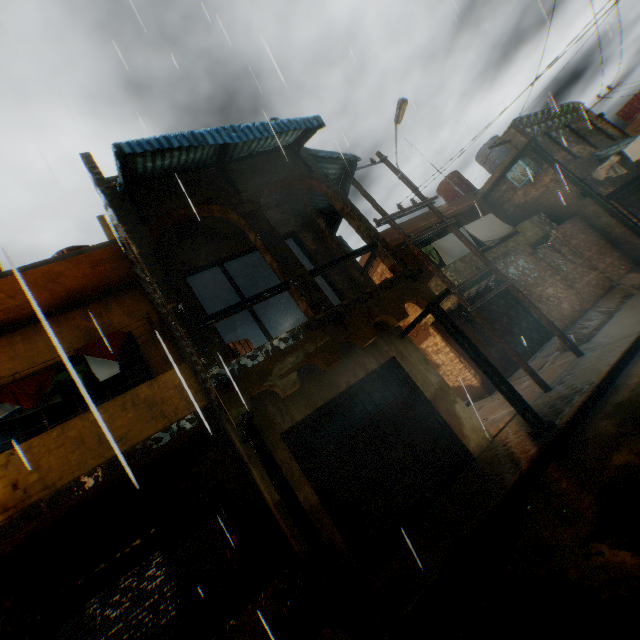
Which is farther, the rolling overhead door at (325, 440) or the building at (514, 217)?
the building at (514, 217)

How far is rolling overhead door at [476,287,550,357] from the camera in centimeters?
1338cm

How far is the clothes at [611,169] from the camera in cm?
1199

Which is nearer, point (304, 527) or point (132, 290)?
point (304, 527)

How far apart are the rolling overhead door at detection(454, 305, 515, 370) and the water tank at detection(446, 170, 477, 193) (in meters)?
3.47

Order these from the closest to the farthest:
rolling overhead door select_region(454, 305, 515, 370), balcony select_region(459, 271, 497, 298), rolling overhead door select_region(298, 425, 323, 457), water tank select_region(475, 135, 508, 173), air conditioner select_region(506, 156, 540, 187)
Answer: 1. rolling overhead door select_region(298, 425, 323, 457)
2. balcony select_region(459, 271, 497, 298)
3. rolling overhead door select_region(454, 305, 515, 370)
4. air conditioner select_region(506, 156, 540, 187)
5. water tank select_region(475, 135, 508, 173)

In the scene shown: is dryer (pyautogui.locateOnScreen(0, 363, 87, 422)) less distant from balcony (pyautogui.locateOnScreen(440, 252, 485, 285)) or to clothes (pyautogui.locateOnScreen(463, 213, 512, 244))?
balcony (pyautogui.locateOnScreen(440, 252, 485, 285))
